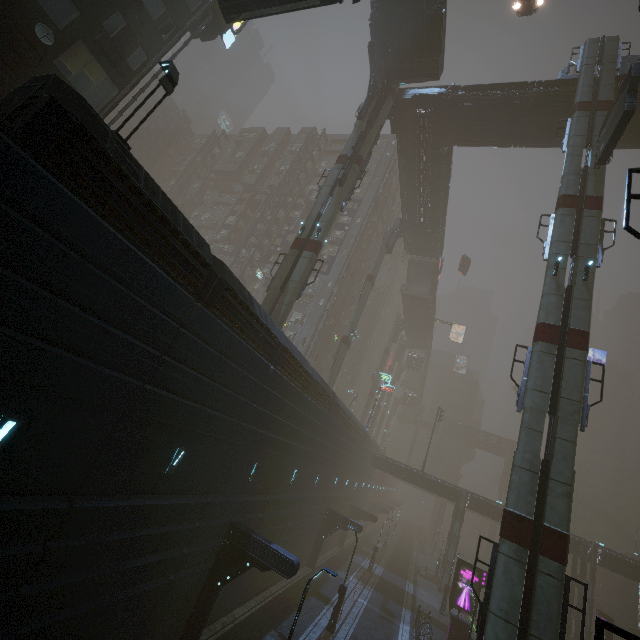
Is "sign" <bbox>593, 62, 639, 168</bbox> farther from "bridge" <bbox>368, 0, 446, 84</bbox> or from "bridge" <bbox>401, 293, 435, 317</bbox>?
"bridge" <bbox>401, 293, 435, 317</bbox>

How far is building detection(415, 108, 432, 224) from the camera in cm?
3089

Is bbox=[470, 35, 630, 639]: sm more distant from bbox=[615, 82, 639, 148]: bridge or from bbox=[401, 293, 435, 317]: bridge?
bbox=[401, 293, 435, 317]: bridge

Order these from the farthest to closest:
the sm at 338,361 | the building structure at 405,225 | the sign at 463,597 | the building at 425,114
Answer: the building structure at 405,225, the sm at 338,361, the building at 425,114, the sign at 463,597

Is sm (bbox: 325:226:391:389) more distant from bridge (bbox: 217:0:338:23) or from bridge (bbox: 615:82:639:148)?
bridge (bbox: 217:0:338:23)

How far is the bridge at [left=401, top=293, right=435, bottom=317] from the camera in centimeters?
5516cm

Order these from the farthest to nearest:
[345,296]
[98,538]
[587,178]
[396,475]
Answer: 1. [345,296]
2. [396,475]
3. [587,178]
4. [98,538]

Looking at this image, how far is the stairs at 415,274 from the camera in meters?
51.0 m
